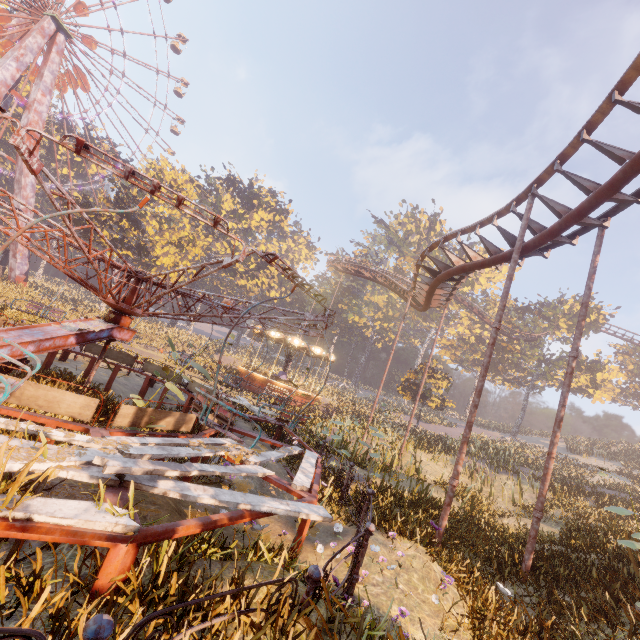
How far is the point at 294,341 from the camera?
25.47m

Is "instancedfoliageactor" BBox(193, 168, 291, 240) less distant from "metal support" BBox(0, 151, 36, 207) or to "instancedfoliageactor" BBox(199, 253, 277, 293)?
"instancedfoliageactor" BBox(199, 253, 277, 293)

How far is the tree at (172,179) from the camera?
33.91m

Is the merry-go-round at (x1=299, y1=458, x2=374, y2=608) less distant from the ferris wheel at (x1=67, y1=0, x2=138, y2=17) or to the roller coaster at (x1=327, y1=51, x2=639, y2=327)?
the roller coaster at (x1=327, y1=51, x2=639, y2=327)

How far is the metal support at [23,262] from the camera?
34.1m

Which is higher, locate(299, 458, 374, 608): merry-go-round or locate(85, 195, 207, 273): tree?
locate(85, 195, 207, 273): tree

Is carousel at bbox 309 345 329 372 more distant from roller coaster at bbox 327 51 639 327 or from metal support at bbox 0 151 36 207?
metal support at bbox 0 151 36 207

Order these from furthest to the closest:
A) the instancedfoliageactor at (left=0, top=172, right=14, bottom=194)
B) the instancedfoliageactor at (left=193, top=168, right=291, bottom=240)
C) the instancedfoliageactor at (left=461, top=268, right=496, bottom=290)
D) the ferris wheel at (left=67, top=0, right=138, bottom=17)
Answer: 1. the instancedfoliageactor at (left=461, top=268, right=496, bottom=290)
2. the instancedfoliageactor at (left=193, top=168, right=291, bottom=240)
3. the instancedfoliageactor at (left=0, top=172, right=14, bottom=194)
4. the ferris wheel at (left=67, top=0, right=138, bottom=17)
